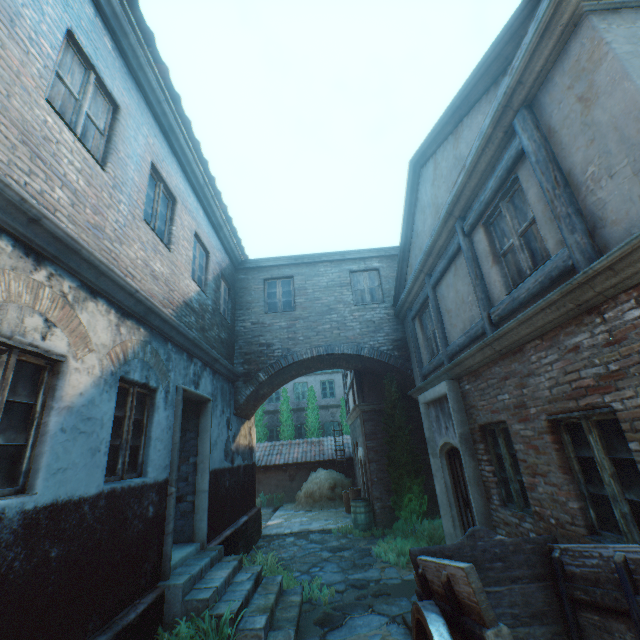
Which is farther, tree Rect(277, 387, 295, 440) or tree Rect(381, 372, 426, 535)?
tree Rect(277, 387, 295, 440)

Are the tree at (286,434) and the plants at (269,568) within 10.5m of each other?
no

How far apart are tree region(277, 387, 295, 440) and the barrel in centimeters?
1083cm

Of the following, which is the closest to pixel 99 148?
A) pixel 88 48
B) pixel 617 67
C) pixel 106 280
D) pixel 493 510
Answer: pixel 88 48

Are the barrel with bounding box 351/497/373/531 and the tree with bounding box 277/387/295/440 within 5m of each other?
no

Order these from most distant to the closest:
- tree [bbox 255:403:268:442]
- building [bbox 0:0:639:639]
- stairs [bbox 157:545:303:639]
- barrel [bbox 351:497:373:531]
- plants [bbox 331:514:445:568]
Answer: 1. tree [bbox 255:403:268:442]
2. barrel [bbox 351:497:373:531]
3. plants [bbox 331:514:445:568]
4. stairs [bbox 157:545:303:639]
5. building [bbox 0:0:639:639]

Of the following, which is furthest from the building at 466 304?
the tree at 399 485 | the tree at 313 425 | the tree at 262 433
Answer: the tree at 313 425

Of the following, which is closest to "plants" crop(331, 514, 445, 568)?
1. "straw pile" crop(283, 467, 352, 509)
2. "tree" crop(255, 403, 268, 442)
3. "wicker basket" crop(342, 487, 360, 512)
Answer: "wicker basket" crop(342, 487, 360, 512)
